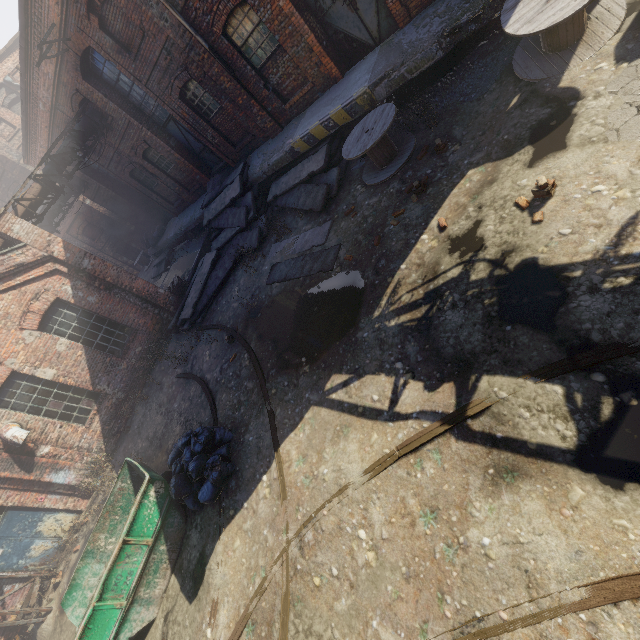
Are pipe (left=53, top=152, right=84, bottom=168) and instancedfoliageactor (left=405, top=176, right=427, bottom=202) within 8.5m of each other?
no

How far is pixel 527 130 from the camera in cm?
536

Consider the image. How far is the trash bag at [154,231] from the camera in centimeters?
2056cm

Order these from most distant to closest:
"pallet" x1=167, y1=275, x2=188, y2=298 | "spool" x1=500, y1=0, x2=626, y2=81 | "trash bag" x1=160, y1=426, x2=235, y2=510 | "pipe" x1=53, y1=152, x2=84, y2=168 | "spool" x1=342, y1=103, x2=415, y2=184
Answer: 1. "pallet" x1=167, y1=275, x2=188, y2=298
2. "pipe" x1=53, y1=152, x2=84, y2=168
3. "spool" x1=342, y1=103, x2=415, y2=184
4. "trash bag" x1=160, y1=426, x2=235, y2=510
5. "spool" x1=500, y1=0, x2=626, y2=81

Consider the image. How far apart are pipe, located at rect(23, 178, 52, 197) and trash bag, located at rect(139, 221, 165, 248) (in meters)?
7.06

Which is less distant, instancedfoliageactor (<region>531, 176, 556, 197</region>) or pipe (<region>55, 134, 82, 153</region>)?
instancedfoliageactor (<region>531, 176, 556, 197</region>)

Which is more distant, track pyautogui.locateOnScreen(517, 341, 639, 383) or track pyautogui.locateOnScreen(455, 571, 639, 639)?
track pyautogui.locateOnScreen(517, 341, 639, 383)

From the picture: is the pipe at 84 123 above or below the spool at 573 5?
above
